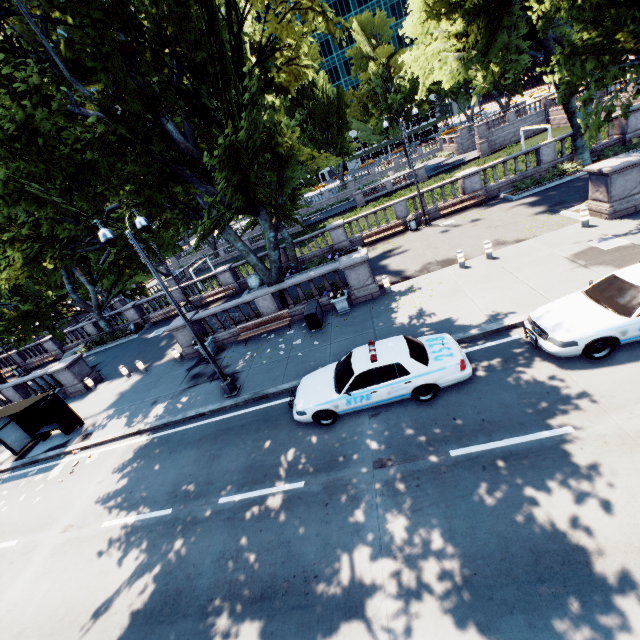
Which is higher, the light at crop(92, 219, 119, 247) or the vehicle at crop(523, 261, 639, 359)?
the light at crop(92, 219, 119, 247)

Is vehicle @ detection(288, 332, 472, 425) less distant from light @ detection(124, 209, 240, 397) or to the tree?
light @ detection(124, 209, 240, 397)

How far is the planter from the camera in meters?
15.1

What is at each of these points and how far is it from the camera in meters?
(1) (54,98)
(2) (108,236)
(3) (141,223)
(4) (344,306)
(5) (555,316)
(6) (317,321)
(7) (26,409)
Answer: (1) tree, 10.9 m
(2) light, 9.2 m
(3) light, 10.9 m
(4) planter, 15.3 m
(5) vehicle, 8.6 m
(6) container, 14.9 m
(7) bus stop, 15.7 m

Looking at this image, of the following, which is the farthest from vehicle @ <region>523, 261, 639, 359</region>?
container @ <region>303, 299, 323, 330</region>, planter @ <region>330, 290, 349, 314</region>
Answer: container @ <region>303, 299, 323, 330</region>

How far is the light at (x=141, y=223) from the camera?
10.4m

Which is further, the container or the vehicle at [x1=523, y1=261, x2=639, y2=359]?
the container

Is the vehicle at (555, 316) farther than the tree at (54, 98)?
No
